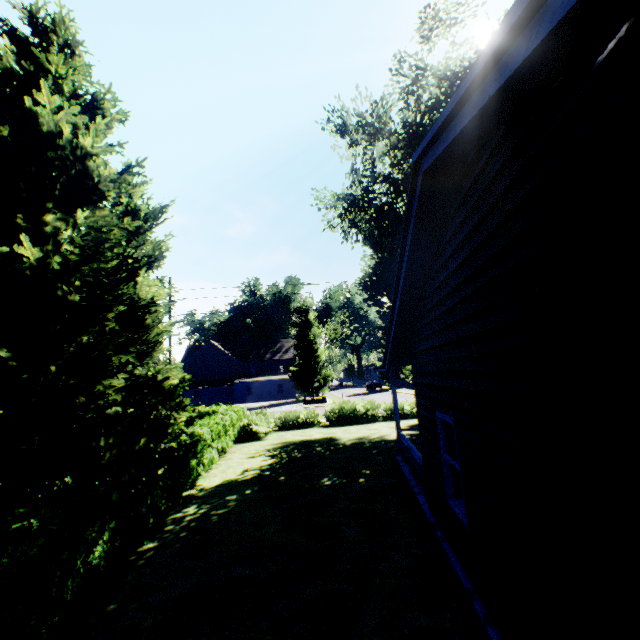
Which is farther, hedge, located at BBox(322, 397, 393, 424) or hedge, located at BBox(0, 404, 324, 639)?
hedge, located at BBox(322, 397, 393, 424)

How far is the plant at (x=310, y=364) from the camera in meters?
48.1 m

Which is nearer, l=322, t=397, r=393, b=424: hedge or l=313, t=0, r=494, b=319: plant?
l=313, t=0, r=494, b=319: plant

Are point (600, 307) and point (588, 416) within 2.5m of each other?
yes

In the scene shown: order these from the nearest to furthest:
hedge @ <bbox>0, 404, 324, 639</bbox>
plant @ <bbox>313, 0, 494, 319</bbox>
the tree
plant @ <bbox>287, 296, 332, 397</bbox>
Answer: hedge @ <bbox>0, 404, 324, 639</bbox>
the tree
plant @ <bbox>313, 0, 494, 319</bbox>
plant @ <bbox>287, 296, 332, 397</bbox>

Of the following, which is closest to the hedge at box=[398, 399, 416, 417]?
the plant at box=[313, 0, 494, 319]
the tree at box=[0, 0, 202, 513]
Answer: the tree at box=[0, 0, 202, 513]

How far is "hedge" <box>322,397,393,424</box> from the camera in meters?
22.3

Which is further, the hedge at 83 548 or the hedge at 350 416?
the hedge at 350 416
